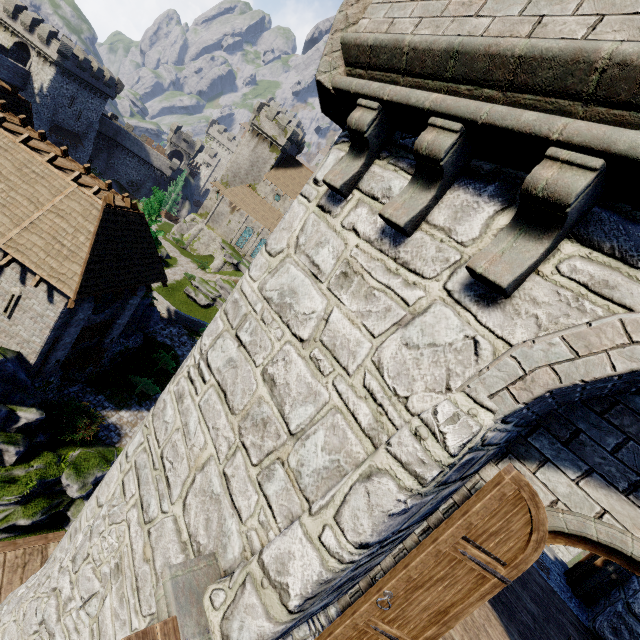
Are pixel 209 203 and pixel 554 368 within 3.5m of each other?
no

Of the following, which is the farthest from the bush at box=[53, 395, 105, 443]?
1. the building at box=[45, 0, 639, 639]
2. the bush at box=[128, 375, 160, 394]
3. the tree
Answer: the building at box=[45, 0, 639, 639]

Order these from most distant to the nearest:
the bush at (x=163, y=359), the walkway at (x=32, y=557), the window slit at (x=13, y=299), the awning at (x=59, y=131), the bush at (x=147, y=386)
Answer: the awning at (x=59, y=131)
the bush at (x=163, y=359)
the bush at (x=147, y=386)
the window slit at (x=13, y=299)
the walkway at (x=32, y=557)

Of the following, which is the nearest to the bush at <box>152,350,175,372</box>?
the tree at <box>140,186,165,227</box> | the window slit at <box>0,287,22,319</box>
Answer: the tree at <box>140,186,165,227</box>

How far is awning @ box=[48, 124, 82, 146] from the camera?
47.75m

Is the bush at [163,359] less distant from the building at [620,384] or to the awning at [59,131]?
the building at [620,384]

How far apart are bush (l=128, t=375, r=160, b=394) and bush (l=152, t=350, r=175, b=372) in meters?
0.6 m

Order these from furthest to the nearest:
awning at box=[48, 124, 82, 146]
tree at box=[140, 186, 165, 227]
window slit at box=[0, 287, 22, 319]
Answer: awning at box=[48, 124, 82, 146] → tree at box=[140, 186, 165, 227] → window slit at box=[0, 287, 22, 319]
